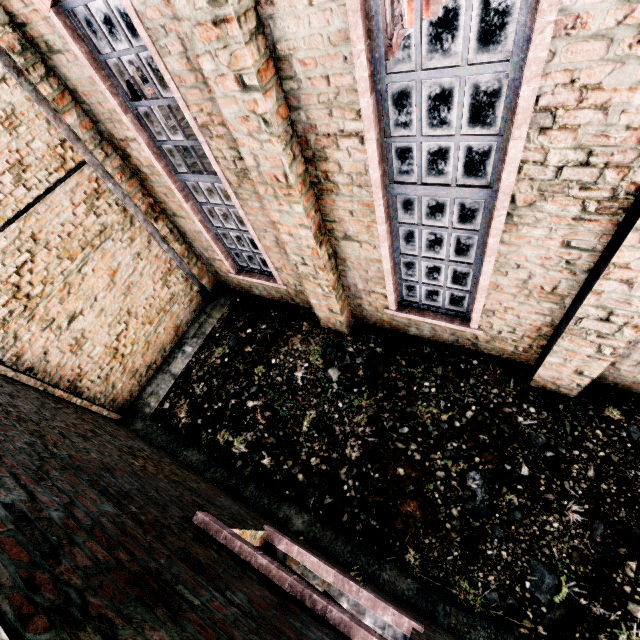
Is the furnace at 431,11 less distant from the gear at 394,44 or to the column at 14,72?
the gear at 394,44

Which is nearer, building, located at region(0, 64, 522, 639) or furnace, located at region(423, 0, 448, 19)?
building, located at region(0, 64, 522, 639)

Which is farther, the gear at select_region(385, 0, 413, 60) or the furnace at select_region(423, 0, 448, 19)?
the furnace at select_region(423, 0, 448, 19)

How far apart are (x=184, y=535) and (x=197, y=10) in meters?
4.9 m

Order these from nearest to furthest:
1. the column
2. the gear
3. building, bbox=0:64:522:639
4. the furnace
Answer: building, bbox=0:64:522:639
the column
the gear
the furnace

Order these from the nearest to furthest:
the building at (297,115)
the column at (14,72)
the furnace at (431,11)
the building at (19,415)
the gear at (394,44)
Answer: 1. the building at (19,415)
2. the building at (297,115)
3. the column at (14,72)
4. the gear at (394,44)
5. the furnace at (431,11)

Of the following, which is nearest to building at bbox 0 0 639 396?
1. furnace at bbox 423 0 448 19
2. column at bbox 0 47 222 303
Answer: column at bbox 0 47 222 303

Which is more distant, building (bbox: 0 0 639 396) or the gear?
the gear
